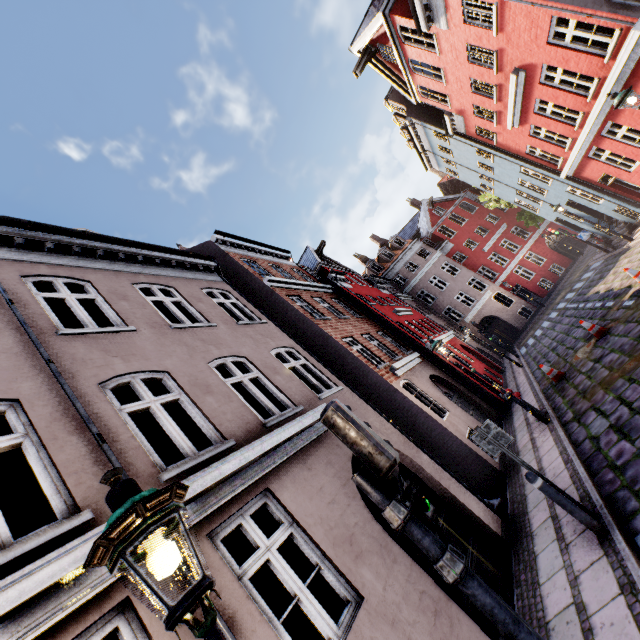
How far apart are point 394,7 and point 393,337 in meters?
13.7

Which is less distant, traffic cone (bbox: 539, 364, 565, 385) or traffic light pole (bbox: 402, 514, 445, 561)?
traffic light pole (bbox: 402, 514, 445, 561)

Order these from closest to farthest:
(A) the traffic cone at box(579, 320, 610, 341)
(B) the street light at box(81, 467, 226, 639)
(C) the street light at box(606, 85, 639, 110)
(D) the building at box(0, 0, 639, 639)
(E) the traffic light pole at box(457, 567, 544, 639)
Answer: (B) the street light at box(81, 467, 226, 639) < (E) the traffic light pole at box(457, 567, 544, 639) < (D) the building at box(0, 0, 639, 639) < (C) the street light at box(606, 85, 639, 110) < (A) the traffic cone at box(579, 320, 610, 341)

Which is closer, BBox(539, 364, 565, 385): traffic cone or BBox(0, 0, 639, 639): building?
BBox(0, 0, 639, 639): building

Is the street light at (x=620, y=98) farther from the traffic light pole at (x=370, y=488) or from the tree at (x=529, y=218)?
the tree at (x=529, y=218)

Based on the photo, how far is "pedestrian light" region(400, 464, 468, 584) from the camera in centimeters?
237cm

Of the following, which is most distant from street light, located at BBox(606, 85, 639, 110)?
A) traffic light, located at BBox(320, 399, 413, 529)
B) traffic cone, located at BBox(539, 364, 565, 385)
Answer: traffic light, located at BBox(320, 399, 413, 529)

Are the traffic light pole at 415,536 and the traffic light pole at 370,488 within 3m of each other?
yes
